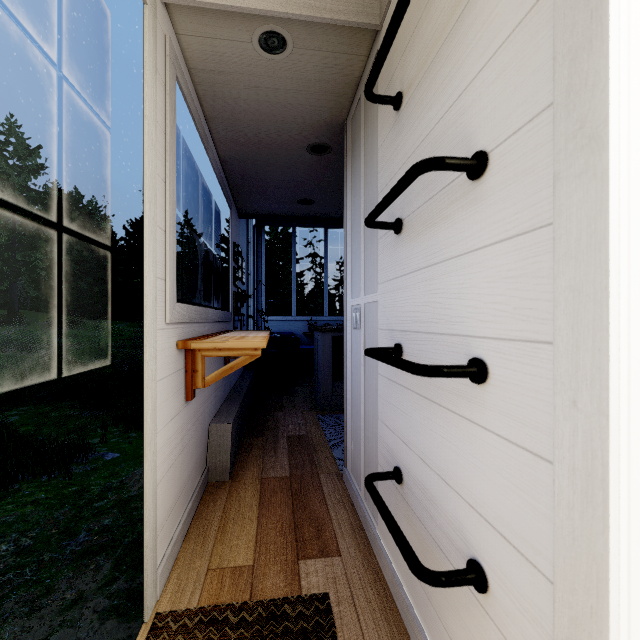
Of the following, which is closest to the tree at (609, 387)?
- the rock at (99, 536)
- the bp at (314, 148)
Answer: the bp at (314, 148)

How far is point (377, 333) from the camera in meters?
1.6

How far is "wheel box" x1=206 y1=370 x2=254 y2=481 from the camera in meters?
2.3

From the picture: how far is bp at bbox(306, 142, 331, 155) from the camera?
2.60m

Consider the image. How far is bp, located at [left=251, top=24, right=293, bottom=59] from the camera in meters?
1.6

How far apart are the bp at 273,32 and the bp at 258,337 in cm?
153

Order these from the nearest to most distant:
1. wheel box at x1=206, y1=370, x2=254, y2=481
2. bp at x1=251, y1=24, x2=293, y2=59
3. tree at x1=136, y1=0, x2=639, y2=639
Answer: tree at x1=136, y1=0, x2=639, y2=639
bp at x1=251, y1=24, x2=293, y2=59
wheel box at x1=206, y1=370, x2=254, y2=481

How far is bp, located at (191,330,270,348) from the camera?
1.6m
